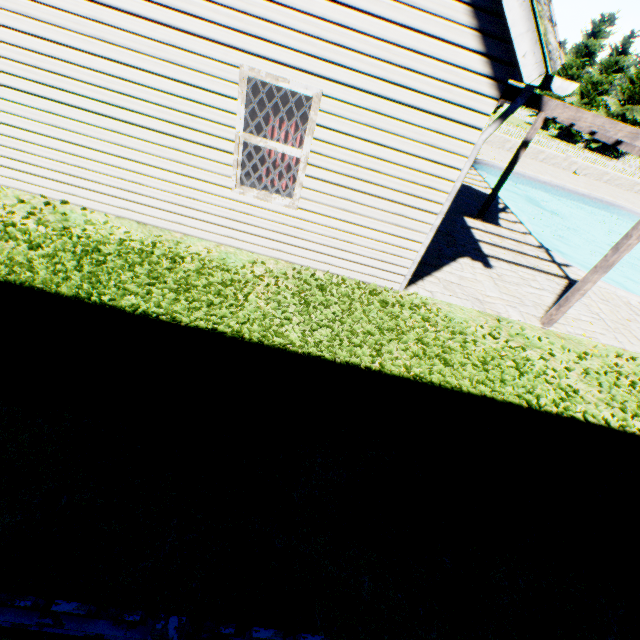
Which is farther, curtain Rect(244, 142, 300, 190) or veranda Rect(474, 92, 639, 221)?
curtain Rect(244, 142, 300, 190)

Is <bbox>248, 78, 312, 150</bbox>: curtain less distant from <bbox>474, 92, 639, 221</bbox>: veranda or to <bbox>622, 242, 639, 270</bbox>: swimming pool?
<bbox>474, 92, 639, 221</bbox>: veranda

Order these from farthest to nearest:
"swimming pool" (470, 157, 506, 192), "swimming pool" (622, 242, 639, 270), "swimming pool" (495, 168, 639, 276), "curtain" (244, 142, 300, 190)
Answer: "swimming pool" (622, 242, 639, 270) → "swimming pool" (495, 168, 639, 276) → "swimming pool" (470, 157, 506, 192) → "curtain" (244, 142, 300, 190)

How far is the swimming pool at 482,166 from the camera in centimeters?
1388cm

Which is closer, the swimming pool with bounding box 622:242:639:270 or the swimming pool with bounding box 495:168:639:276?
the swimming pool with bounding box 495:168:639:276

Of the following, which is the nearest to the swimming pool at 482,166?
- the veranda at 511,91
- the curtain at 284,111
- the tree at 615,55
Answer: the veranda at 511,91

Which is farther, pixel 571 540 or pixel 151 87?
pixel 151 87
